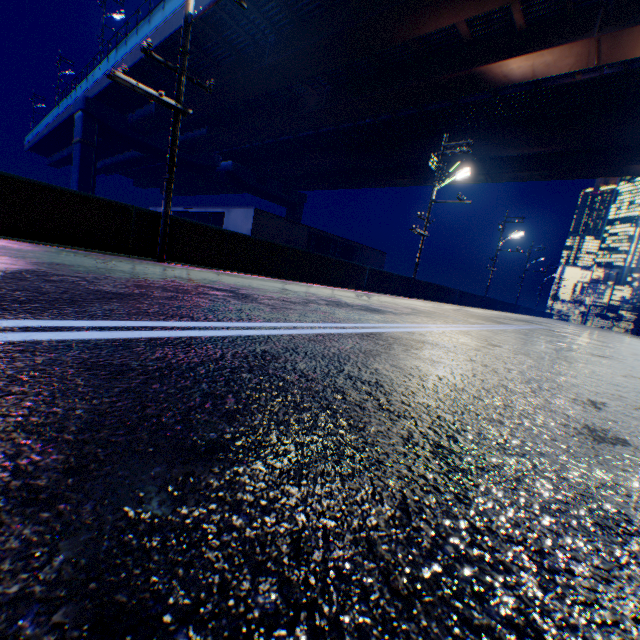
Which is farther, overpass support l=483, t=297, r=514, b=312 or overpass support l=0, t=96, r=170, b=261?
overpass support l=483, t=297, r=514, b=312

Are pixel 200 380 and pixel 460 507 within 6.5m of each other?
yes

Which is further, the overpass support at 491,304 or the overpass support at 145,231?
the overpass support at 491,304

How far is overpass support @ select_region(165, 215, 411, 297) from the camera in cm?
952

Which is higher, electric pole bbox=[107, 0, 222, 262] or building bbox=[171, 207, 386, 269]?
electric pole bbox=[107, 0, 222, 262]

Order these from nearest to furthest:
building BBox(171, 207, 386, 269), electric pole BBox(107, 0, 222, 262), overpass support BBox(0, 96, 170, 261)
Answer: overpass support BBox(0, 96, 170, 261) < electric pole BBox(107, 0, 222, 262) < building BBox(171, 207, 386, 269)

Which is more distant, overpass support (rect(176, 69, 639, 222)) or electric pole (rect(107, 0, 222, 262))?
overpass support (rect(176, 69, 639, 222))

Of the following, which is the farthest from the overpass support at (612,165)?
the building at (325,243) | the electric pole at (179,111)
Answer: the building at (325,243)
